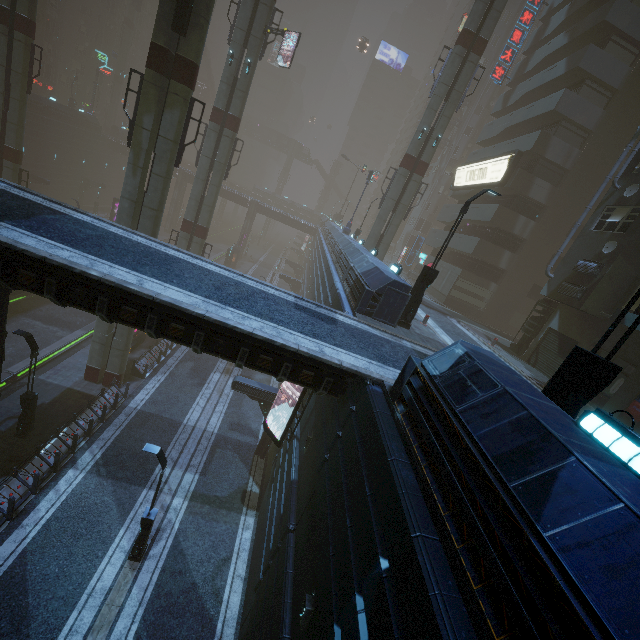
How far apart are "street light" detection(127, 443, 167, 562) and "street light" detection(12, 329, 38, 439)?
7.6m

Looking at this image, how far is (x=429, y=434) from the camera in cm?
597

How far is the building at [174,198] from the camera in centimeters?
5738cm

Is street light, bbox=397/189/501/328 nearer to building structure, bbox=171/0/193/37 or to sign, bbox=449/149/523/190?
building structure, bbox=171/0/193/37

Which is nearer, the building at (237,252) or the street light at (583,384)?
the street light at (583,384)

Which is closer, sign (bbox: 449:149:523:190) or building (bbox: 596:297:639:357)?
building (bbox: 596:297:639:357)

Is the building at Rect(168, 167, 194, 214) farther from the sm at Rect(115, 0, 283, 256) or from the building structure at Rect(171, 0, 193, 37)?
the building structure at Rect(171, 0, 193, 37)

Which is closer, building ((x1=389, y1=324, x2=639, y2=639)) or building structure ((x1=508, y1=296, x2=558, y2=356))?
building ((x1=389, y1=324, x2=639, y2=639))
